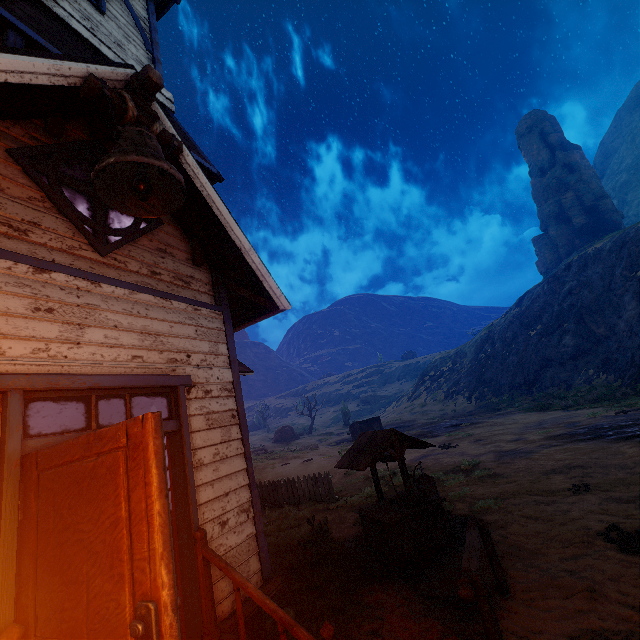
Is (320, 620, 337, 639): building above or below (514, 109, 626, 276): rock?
below

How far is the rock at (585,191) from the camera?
46.4 meters

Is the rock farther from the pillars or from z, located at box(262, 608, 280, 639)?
the pillars

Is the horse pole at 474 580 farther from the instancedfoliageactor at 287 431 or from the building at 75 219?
the instancedfoliageactor at 287 431

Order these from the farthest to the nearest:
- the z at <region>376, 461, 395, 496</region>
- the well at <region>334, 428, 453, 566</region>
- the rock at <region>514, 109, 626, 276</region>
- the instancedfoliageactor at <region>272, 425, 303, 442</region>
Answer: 1. the rock at <region>514, 109, 626, 276</region>
2. the instancedfoliageactor at <region>272, 425, 303, 442</region>
3. the z at <region>376, 461, 395, 496</region>
4. the well at <region>334, 428, 453, 566</region>

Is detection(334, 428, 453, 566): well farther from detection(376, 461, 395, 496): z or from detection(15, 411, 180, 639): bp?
detection(15, 411, 180, 639): bp

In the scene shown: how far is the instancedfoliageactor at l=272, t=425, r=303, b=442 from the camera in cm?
4484

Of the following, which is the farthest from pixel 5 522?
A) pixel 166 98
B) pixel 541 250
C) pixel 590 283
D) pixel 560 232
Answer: Result: pixel 541 250
